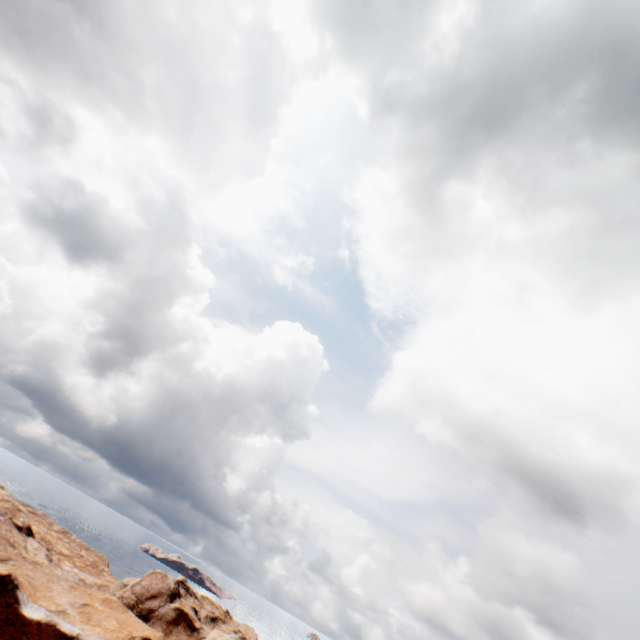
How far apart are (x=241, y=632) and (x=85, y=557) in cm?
2705
